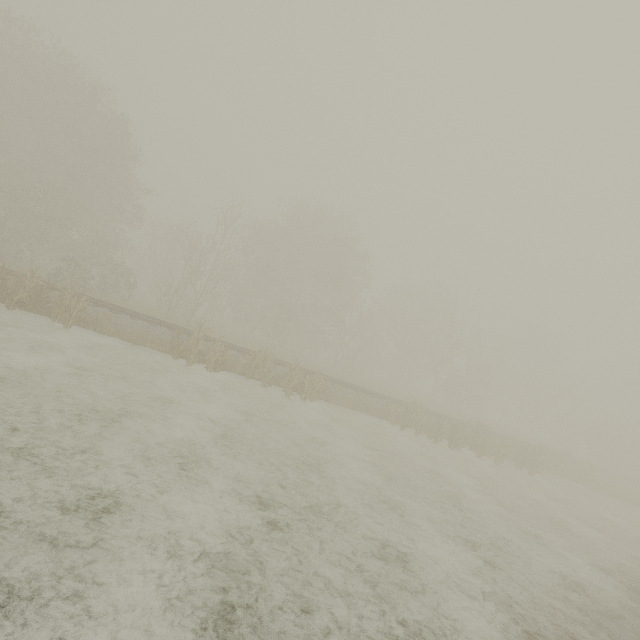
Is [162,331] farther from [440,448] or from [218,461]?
[440,448]
